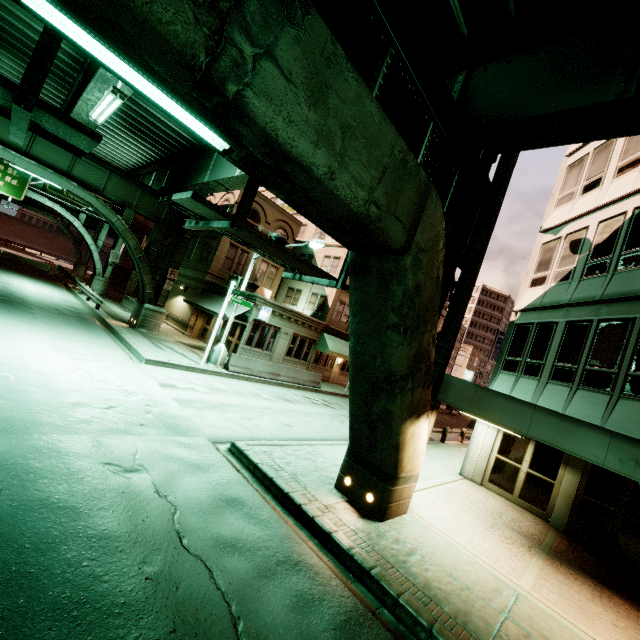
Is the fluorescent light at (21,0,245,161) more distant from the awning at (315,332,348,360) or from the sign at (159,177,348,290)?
the awning at (315,332,348,360)

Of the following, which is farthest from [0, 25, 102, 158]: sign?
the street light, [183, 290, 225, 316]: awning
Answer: [183, 290, 225, 316]: awning

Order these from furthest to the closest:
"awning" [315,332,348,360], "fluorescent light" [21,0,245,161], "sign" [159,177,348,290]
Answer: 1. "awning" [315,332,348,360]
2. "sign" [159,177,348,290]
3. "fluorescent light" [21,0,245,161]

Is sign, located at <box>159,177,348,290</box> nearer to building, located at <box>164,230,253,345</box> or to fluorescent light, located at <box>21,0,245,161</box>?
fluorescent light, located at <box>21,0,245,161</box>

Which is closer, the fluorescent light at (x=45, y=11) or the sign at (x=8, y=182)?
the fluorescent light at (x=45, y=11)

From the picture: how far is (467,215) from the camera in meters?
8.7

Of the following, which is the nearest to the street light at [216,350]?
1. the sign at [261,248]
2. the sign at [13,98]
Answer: the sign at [261,248]

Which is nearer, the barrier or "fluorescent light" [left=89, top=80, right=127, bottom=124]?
"fluorescent light" [left=89, top=80, right=127, bottom=124]
